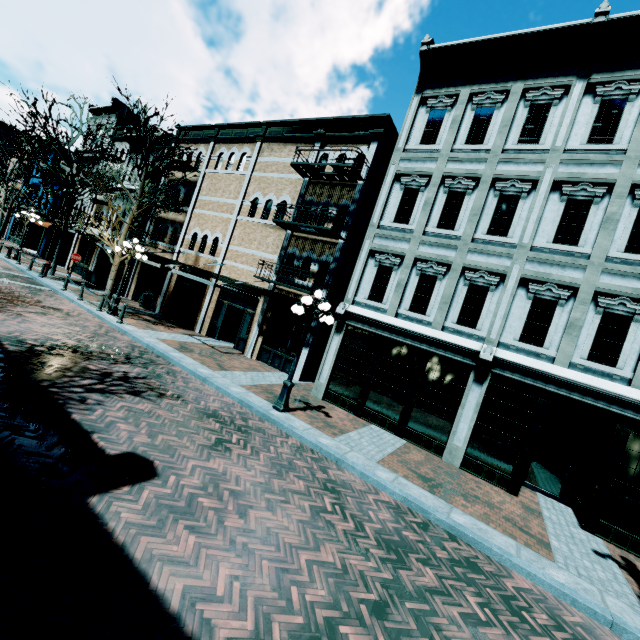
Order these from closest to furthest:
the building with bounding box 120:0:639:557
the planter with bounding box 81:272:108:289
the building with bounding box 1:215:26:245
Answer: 1. the building with bounding box 120:0:639:557
2. the planter with bounding box 81:272:108:289
3. the building with bounding box 1:215:26:245

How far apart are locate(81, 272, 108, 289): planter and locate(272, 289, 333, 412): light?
19.0m

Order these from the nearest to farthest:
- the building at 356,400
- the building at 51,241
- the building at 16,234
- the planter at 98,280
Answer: the building at 356,400, the planter at 98,280, the building at 51,241, the building at 16,234

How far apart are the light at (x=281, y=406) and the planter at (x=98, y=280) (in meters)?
18.95

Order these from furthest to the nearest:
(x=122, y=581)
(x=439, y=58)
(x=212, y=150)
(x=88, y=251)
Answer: (x=88, y=251) < (x=212, y=150) < (x=439, y=58) < (x=122, y=581)

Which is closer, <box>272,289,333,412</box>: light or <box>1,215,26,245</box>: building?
<box>272,289,333,412</box>: light

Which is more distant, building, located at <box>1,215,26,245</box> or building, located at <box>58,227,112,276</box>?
building, located at <box>1,215,26,245</box>

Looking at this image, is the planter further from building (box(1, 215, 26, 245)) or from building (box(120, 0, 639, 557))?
building (box(120, 0, 639, 557))
